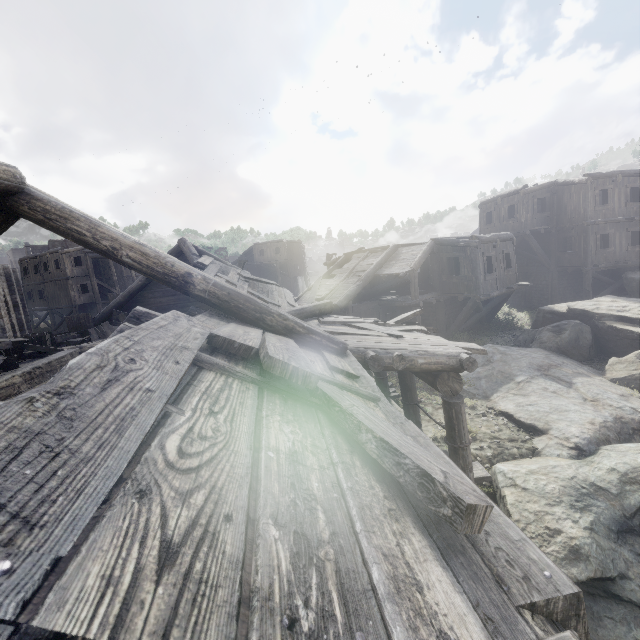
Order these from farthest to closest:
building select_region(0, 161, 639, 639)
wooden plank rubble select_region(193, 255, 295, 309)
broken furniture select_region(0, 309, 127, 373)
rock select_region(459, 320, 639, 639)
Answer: wooden plank rubble select_region(193, 255, 295, 309)
broken furniture select_region(0, 309, 127, 373)
rock select_region(459, 320, 639, 639)
building select_region(0, 161, 639, 639)

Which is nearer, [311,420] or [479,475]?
[311,420]

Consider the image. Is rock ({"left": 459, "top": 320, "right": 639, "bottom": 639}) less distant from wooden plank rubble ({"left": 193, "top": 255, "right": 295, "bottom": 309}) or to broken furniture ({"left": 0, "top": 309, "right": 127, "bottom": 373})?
wooden plank rubble ({"left": 193, "top": 255, "right": 295, "bottom": 309})

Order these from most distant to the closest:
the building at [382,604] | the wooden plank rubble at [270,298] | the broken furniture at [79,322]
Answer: the wooden plank rubble at [270,298], the broken furniture at [79,322], the building at [382,604]

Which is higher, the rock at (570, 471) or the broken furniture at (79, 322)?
the broken furniture at (79, 322)

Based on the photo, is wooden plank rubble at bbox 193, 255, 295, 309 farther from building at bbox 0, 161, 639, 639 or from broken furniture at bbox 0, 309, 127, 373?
broken furniture at bbox 0, 309, 127, 373

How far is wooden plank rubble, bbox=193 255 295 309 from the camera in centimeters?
1124cm
